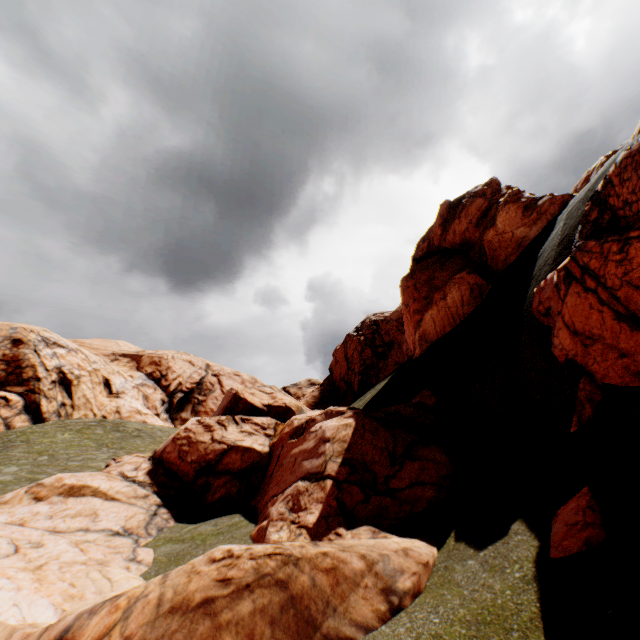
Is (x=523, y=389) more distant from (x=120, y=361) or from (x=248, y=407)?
(x=120, y=361)

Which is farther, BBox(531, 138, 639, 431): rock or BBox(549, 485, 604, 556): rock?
BBox(531, 138, 639, 431): rock

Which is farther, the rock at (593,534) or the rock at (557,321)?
the rock at (557,321)

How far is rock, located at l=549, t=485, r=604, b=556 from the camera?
5.2 meters

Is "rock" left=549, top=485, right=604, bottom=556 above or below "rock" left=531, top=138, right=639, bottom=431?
below

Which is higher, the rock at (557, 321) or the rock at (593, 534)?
the rock at (557, 321)
